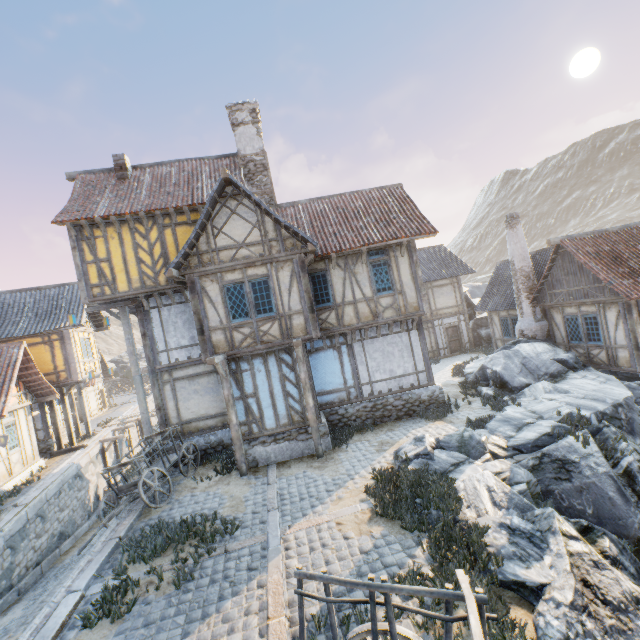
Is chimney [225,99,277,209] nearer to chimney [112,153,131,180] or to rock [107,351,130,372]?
chimney [112,153,131,180]

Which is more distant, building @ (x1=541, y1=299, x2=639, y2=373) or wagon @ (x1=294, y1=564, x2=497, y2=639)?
building @ (x1=541, y1=299, x2=639, y2=373)

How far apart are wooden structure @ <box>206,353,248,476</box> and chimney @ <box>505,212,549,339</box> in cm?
1495

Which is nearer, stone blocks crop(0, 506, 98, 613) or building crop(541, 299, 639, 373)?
stone blocks crop(0, 506, 98, 613)

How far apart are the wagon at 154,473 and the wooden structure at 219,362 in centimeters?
197cm

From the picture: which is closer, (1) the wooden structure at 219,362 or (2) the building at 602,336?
(1) the wooden structure at 219,362

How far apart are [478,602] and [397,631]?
1.0 meters

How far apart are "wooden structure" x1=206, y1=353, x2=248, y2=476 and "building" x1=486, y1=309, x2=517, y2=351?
16.54m
